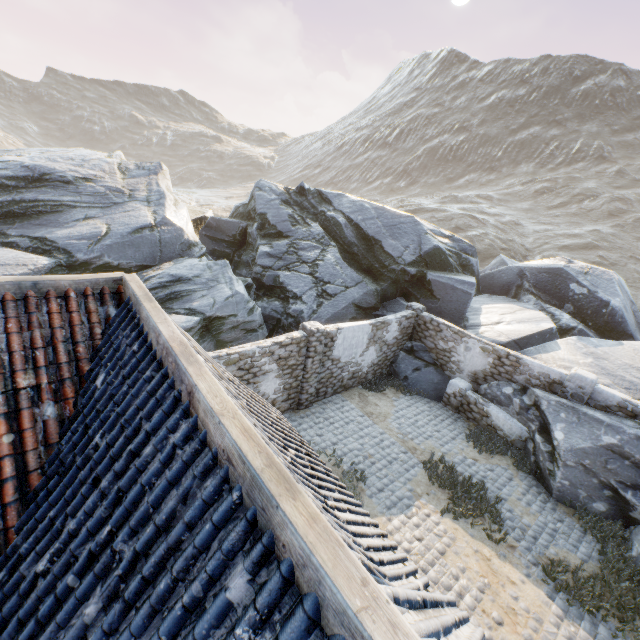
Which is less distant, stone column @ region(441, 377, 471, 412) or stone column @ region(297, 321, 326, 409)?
stone column @ region(297, 321, 326, 409)

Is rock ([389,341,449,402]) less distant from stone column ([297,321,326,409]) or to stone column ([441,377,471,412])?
stone column ([441,377,471,412])

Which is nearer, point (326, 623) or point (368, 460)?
point (326, 623)

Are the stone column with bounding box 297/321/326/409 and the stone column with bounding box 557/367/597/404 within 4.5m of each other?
no

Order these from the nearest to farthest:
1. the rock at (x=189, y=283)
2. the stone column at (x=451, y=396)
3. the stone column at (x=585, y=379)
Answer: the stone column at (x=585, y=379) → the stone column at (x=451, y=396) → the rock at (x=189, y=283)

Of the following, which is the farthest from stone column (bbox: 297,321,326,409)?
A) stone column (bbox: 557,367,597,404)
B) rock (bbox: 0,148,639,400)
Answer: stone column (bbox: 557,367,597,404)

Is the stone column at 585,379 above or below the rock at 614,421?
above

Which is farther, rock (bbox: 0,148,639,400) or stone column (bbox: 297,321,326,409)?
rock (bbox: 0,148,639,400)
